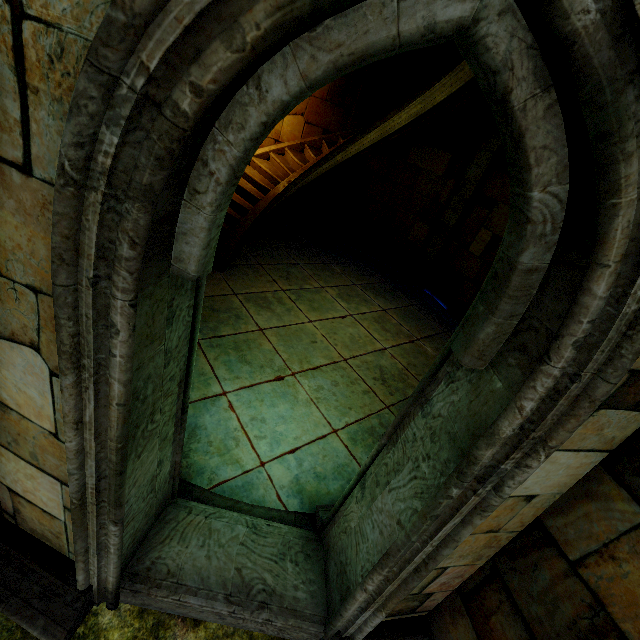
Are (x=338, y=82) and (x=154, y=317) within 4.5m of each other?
no
